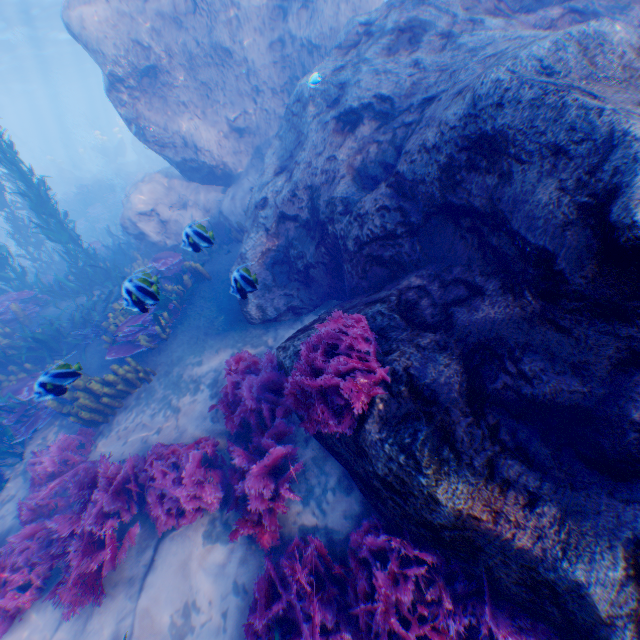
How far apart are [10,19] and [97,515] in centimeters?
3554cm

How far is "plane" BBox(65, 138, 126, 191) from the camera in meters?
30.7

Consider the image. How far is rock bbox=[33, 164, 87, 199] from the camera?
30.59m

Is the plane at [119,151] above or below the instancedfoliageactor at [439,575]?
above

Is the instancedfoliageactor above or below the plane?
below

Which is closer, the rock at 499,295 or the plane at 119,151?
the rock at 499,295

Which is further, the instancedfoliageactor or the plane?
the plane

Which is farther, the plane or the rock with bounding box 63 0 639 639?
the plane
